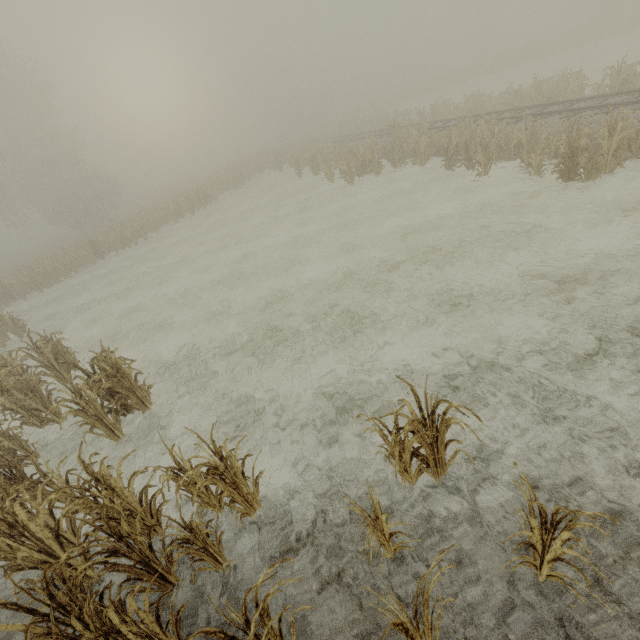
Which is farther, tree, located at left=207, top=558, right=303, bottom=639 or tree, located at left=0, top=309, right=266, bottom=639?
tree, located at left=0, top=309, right=266, bottom=639

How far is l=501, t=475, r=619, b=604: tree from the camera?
2.5 meters

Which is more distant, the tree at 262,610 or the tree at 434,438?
the tree at 434,438

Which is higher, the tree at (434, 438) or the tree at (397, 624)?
the tree at (397, 624)

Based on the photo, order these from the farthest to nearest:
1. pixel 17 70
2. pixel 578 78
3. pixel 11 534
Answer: pixel 17 70 → pixel 578 78 → pixel 11 534
